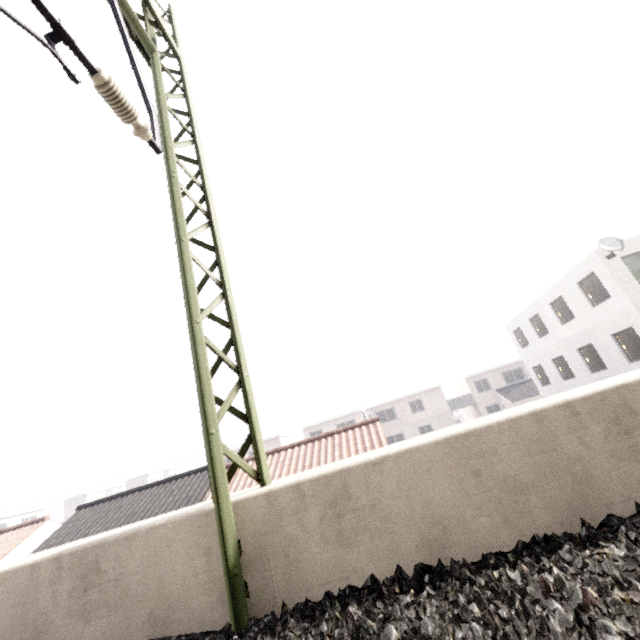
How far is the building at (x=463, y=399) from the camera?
37.09m

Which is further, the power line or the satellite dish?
the satellite dish

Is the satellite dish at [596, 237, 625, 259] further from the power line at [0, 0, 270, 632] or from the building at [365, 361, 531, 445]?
the building at [365, 361, 531, 445]

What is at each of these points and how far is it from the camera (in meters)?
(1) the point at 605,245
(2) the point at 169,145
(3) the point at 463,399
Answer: (1) satellite dish, 14.61
(2) power line, 4.58
(3) building, 37.53

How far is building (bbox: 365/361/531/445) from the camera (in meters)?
37.09

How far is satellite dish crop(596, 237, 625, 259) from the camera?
14.20m

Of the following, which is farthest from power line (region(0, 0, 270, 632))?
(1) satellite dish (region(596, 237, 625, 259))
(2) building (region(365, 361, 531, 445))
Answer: (2) building (region(365, 361, 531, 445))

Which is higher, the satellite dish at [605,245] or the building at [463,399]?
the satellite dish at [605,245]
